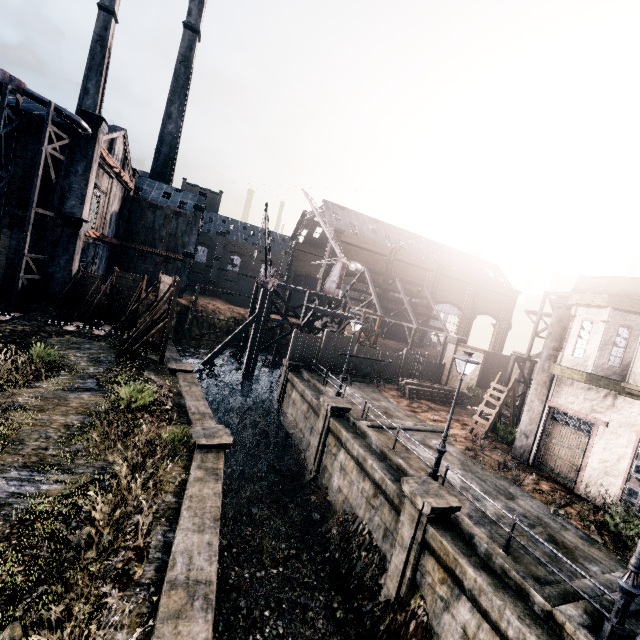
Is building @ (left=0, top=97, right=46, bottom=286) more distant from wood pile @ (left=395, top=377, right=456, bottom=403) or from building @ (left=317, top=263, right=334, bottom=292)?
building @ (left=317, top=263, right=334, bottom=292)

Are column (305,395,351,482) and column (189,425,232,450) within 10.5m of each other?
yes

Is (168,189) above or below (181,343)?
above

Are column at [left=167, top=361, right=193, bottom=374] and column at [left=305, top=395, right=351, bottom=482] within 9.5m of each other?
yes

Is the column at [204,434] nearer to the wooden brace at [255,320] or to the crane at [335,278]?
the wooden brace at [255,320]

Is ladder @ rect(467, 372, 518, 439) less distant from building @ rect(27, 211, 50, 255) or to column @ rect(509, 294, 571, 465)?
column @ rect(509, 294, 571, 465)

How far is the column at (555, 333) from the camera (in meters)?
17.50

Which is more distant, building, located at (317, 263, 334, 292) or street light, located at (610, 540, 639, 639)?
building, located at (317, 263, 334, 292)
